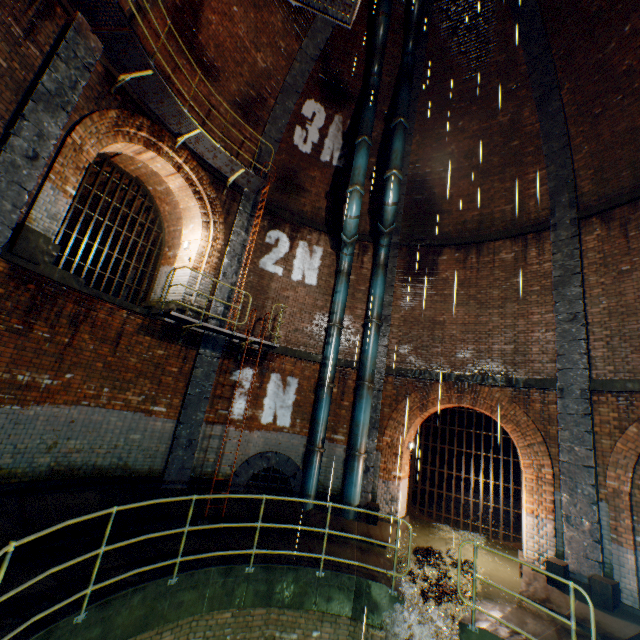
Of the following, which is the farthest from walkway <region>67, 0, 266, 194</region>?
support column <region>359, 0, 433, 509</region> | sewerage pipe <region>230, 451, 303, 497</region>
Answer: sewerage pipe <region>230, 451, 303, 497</region>

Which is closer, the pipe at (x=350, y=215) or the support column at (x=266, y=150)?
the pipe at (x=350, y=215)

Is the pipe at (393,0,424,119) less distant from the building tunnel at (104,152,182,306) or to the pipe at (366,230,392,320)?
the pipe at (366,230,392,320)

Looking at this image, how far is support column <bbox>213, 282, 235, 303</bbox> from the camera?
9.9m

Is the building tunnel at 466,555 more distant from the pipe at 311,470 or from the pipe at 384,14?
the pipe at 384,14

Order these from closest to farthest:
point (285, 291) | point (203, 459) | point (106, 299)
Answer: point (106, 299) → point (203, 459) → point (285, 291)

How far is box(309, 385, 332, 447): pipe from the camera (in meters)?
9.93

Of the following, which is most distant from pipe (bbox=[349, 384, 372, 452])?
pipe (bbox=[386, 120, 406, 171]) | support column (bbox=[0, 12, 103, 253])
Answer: support column (bbox=[0, 12, 103, 253])
